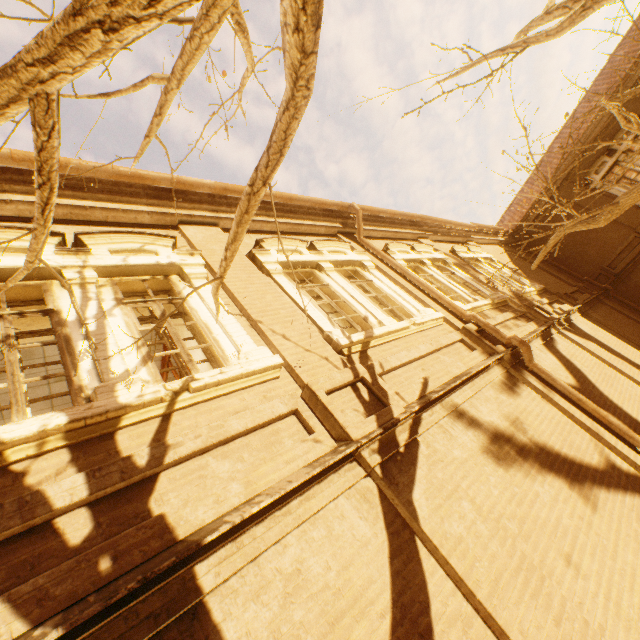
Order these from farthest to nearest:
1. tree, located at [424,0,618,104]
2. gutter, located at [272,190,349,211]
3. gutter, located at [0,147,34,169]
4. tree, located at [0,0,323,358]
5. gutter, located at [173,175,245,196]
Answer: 1. gutter, located at [272,190,349,211]
2. gutter, located at [173,175,245,196]
3. gutter, located at [0,147,34,169]
4. tree, located at [424,0,618,104]
5. tree, located at [0,0,323,358]

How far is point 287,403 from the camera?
3.3m

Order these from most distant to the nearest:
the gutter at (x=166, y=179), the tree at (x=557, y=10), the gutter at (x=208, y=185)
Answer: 1. the gutter at (x=208, y=185)
2. the gutter at (x=166, y=179)
3. the tree at (x=557, y=10)

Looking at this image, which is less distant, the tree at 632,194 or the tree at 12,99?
the tree at 12,99

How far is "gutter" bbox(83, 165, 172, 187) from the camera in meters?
4.6

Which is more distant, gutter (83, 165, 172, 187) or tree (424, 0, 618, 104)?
gutter (83, 165, 172, 187)

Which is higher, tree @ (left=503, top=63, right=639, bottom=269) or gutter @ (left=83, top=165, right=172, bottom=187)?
gutter @ (left=83, top=165, right=172, bottom=187)
